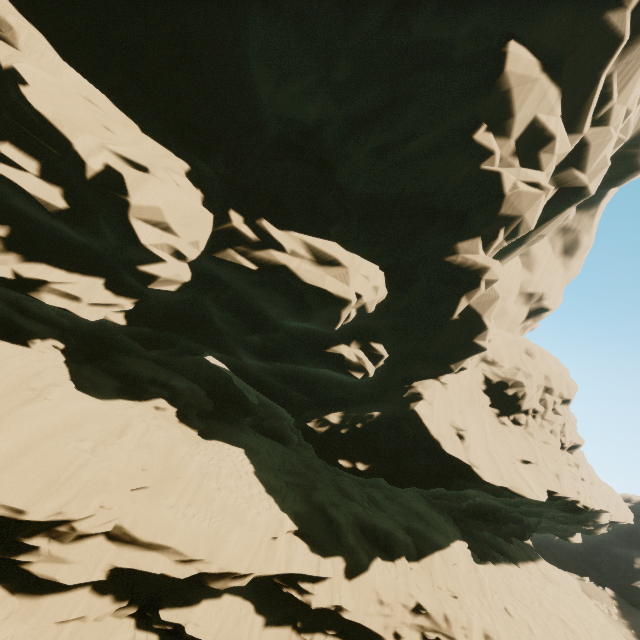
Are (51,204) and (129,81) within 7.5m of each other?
yes
